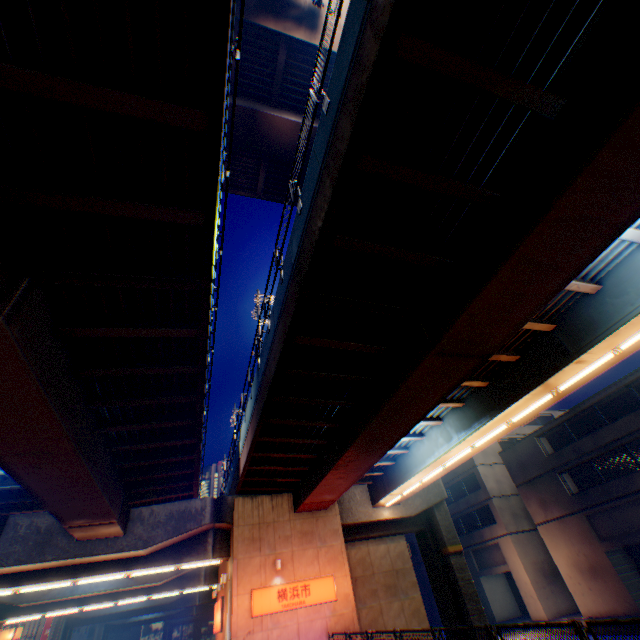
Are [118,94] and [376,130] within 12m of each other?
yes

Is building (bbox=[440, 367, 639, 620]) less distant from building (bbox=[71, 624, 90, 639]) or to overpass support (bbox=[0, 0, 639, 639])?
overpass support (bbox=[0, 0, 639, 639])

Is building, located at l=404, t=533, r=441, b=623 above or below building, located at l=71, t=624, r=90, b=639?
below

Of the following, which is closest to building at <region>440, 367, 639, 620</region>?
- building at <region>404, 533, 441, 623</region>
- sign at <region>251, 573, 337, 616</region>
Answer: building at <region>404, 533, 441, 623</region>

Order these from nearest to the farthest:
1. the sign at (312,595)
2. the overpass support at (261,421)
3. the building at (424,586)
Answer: the overpass support at (261,421) → the sign at (312,595) → the building at (424,586)

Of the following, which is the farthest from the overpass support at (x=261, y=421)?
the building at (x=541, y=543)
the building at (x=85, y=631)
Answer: the building at (x=541, y=543)

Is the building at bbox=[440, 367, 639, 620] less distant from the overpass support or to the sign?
the overpass support

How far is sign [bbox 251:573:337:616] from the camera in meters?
16.1 m
